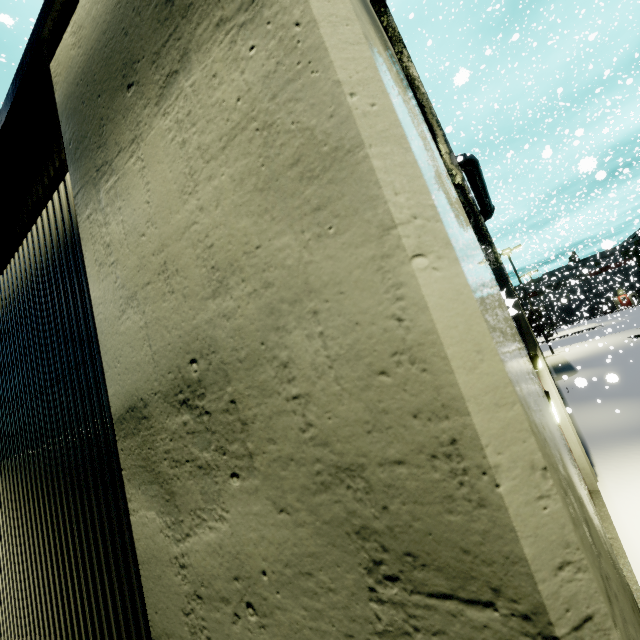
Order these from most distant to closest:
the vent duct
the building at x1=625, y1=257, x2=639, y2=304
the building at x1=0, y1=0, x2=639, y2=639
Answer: the building at x1=625, y1=257, x2=639, y2=304 < the vent duct < the building at x1=0, y1=0, x2=639, y2=639

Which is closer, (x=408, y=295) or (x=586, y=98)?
(x=408, y=295)

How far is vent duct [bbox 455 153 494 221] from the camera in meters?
19.5

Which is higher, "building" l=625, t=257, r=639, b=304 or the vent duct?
the vent duct

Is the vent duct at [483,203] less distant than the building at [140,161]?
No

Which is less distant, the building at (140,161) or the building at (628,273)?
the building at (140,161)

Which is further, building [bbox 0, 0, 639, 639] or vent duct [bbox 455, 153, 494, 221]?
vent duct [bbox 455, 153, 494, 221]
